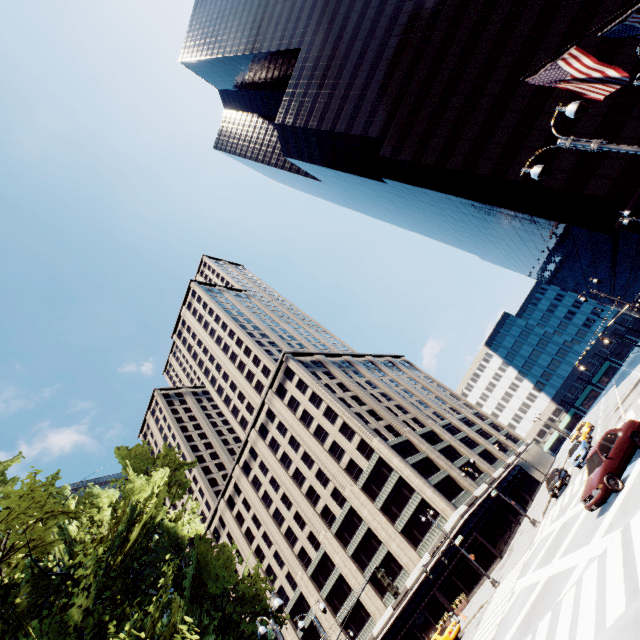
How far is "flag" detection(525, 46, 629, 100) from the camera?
8.2 meters

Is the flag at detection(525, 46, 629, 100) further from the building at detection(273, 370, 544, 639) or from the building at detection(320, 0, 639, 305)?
the building at detection(273, 370, 544, 639)

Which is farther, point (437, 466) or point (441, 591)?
point (437, 466)

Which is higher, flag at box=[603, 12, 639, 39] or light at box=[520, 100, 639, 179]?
flag at box=[603, 12, 639, 39]

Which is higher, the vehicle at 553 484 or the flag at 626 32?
the flag at 626 32

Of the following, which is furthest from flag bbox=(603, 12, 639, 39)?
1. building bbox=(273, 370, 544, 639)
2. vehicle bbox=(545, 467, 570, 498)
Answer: building bbox=(273, 370, 544, 639)

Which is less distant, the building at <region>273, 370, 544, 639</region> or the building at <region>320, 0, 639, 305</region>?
the building at <region>320, 0, 639, 305</region>

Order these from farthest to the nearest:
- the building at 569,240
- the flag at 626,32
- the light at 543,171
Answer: the building at 569,240, the flag at 626,32, the light at 543,171
